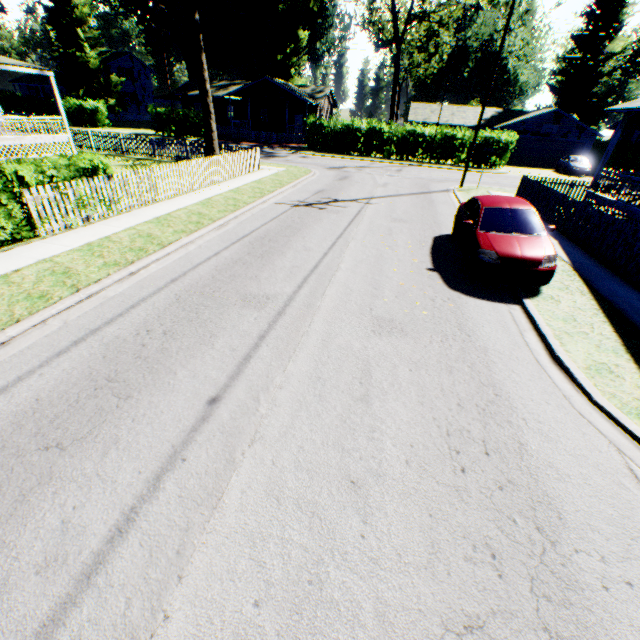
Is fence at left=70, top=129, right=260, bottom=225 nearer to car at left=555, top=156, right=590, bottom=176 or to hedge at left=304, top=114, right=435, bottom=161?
hedge at left=304, top=114, right=435, bottom=161

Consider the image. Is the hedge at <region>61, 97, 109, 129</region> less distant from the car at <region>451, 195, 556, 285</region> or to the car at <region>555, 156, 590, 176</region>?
the car at <region>451, 195, 556, 285</region>

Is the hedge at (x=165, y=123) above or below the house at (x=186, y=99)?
below

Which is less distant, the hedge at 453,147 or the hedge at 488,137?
the hedge at 488,137

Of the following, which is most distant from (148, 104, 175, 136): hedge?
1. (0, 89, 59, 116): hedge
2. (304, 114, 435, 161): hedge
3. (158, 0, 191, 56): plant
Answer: (158, 0, 191, 56): plant

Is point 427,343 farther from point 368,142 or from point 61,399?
point 368,142

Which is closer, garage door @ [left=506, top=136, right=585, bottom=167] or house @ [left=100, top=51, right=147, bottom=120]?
garage door @ [left=506, top=136, right=585, bottom=167]

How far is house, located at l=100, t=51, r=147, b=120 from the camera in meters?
53.7
